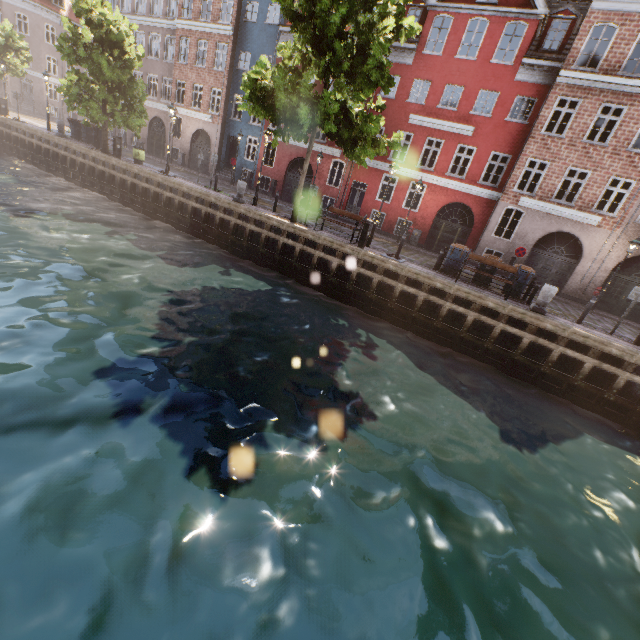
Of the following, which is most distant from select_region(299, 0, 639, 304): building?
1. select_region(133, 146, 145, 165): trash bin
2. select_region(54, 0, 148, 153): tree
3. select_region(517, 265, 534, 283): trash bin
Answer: select_region(133, 146, 145, 165): trash bin

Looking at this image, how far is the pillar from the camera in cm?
1185

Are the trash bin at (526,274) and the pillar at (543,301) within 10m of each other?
yes

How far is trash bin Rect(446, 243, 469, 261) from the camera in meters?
14.2 m

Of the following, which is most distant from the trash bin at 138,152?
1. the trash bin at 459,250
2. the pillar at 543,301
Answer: A: the pillar at 543,301

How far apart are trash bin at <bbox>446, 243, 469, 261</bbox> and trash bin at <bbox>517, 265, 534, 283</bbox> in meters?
1.9

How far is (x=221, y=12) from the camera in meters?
24.0 m

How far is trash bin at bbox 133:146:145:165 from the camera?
20.1m
